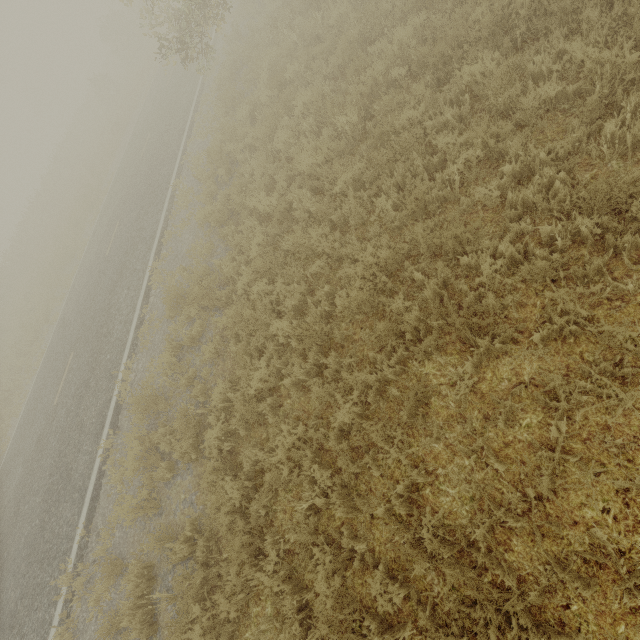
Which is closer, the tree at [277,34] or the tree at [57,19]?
the tree at [277,34]

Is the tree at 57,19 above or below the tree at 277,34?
above

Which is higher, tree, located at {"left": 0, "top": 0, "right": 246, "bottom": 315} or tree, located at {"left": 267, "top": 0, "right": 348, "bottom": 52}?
tree, located at {"left": 0, "top": 0, "right": 246, "bottom": 315}

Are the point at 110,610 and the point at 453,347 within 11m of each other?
yes

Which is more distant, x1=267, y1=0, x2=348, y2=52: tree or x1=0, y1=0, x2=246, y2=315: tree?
x1=0, y1=0, x2=246, y2=315: tree
